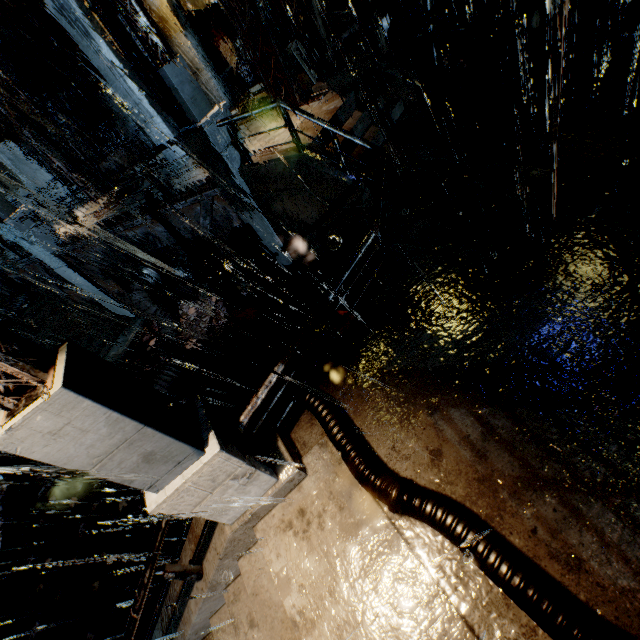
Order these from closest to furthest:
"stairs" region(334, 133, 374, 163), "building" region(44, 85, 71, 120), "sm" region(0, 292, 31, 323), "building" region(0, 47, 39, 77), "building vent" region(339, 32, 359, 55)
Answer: "stairs" region(334, 133, 374, 163) → "building vent" region(339, 32, 359, 55) → "sm" region(0, 292, 31, 323) → "building" region(0, 47, 39, 77) → "building" region(44, 85, 71, 120)

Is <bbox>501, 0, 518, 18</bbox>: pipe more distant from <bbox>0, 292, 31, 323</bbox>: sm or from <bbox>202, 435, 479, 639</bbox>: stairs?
<bbox>0, 292, 31, 323</bbox>: sm

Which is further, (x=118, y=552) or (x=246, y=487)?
(x=118, y=552)

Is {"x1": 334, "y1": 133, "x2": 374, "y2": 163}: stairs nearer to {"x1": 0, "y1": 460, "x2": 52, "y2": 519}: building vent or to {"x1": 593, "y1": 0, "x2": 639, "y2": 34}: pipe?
{"x1": 593, "y1": 0, "x2": 639, "y2": 34}: pipe

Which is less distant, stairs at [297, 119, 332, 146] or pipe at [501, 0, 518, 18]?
stairs at [297, 119, 332, 146]

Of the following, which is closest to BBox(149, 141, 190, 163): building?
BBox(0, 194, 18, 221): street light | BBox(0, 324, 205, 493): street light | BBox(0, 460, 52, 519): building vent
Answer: BBox(0, 324, 205, 493): street light

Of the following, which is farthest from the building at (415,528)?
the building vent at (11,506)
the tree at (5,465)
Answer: the building vent at (11,506)

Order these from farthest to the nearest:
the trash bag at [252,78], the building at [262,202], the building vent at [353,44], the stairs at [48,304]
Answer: the trash bag at [252,78]
the stairs at [48,304]
the building vent at [353,44]
the building at [262,202]
